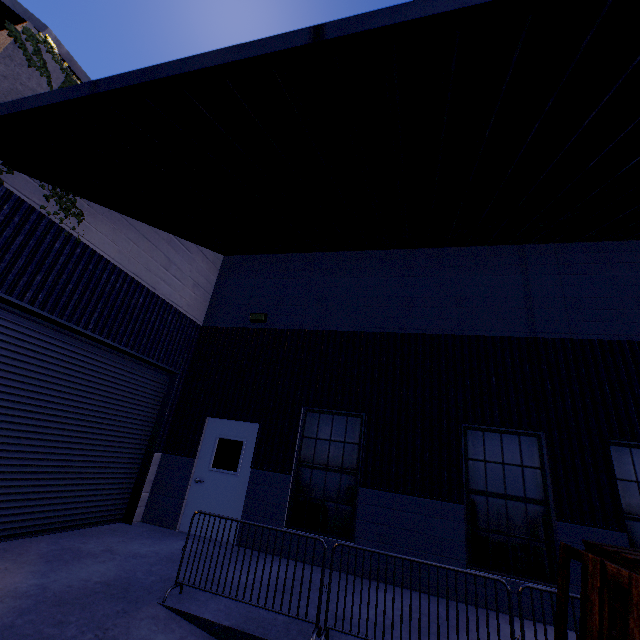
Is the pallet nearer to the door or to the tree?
the door

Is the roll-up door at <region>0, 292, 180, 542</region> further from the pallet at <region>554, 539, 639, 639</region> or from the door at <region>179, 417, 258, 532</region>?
the pallet at <region>554, 539, 639, 639</region>

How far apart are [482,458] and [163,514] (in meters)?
7.17

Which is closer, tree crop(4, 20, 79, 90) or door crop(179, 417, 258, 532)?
tree crop(4, 20, 79, 90)

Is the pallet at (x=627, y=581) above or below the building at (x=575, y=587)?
above

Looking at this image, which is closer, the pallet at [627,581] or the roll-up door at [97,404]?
the pallet at [627,581]

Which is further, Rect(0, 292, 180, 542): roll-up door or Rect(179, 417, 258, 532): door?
Rect(179, 417, 258, 532): door

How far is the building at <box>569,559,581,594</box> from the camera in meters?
5.2
